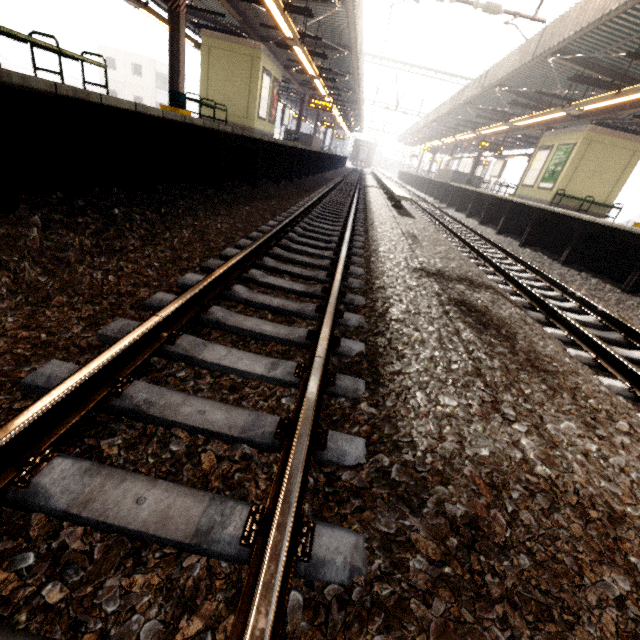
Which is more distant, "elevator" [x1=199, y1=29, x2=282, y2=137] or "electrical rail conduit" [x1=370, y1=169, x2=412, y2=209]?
"elevator" [x1=199, y1=29, x2=282, y2=137]

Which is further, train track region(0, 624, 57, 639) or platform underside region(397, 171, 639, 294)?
platform underside region(397, 171, 639, 294)

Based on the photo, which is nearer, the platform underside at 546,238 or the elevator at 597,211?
the platform underside at 546,238

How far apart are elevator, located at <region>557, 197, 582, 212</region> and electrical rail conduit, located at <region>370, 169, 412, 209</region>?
6.27m

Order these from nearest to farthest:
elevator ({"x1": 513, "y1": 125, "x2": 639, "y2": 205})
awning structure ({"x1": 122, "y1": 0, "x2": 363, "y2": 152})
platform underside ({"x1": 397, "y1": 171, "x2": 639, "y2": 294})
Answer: platform underside ({"x1": 397, "y1": 171, "x2": 639, "y2": 294}), awning structure ({"x1": 122, "y1": 0, "x2": 363, "y2": 152}), elevator ({"x1": 513, "y1": 125, "x2": 639, "y2": 205})

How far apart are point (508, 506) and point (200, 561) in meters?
1.3 m

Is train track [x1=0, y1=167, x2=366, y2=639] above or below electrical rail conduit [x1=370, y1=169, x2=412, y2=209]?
below

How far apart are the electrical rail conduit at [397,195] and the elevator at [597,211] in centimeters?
627cm
